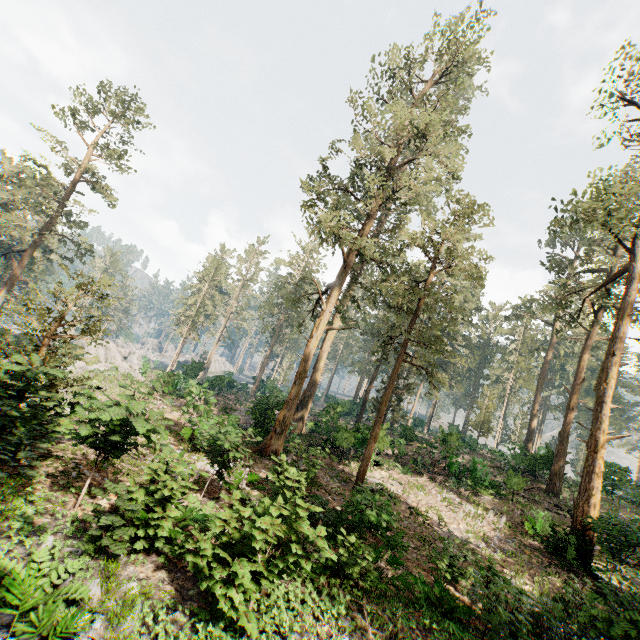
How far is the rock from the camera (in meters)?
47.94

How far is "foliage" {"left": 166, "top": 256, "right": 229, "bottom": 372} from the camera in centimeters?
4997cm

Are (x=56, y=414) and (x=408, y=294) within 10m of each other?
no

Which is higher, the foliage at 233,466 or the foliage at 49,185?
the foliage at 49,185

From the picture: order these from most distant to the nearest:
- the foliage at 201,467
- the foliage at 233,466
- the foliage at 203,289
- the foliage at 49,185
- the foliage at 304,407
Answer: the foliage at 203,289, the foliage at 304,407, the foliage at 233,466, the foliage at 49,185, the foliage at 201,467

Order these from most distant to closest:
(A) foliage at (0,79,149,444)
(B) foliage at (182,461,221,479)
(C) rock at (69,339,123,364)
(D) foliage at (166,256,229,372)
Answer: (D) foliage at (166,256,229,372)
(C) rock at (69,339,123,364)
(A) foliage at (0,79,149,444)
(B) foliage at (182,461,221,479)
